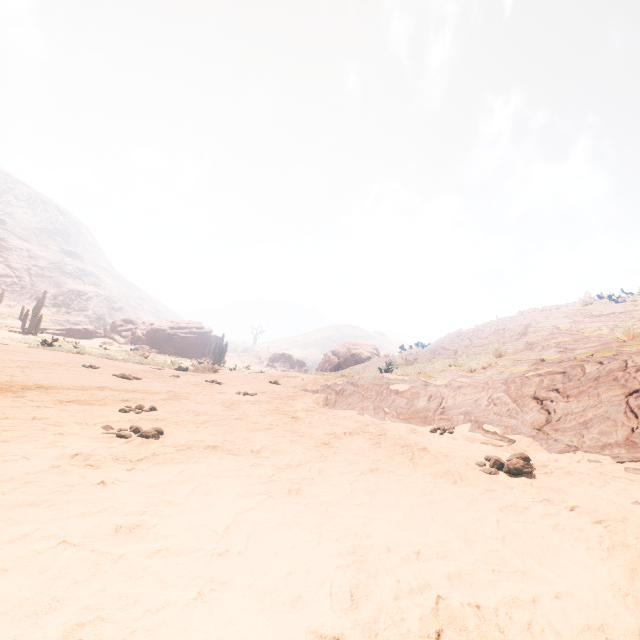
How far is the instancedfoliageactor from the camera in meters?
24.2 m

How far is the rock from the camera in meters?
36.5

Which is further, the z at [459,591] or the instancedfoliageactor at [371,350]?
the instancedfoliageactor at [371,350]

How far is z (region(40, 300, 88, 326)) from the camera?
47.2m

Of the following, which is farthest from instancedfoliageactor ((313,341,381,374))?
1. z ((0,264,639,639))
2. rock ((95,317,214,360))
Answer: z ((0,264,639,639))

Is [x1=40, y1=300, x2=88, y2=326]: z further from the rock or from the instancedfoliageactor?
the instancedfoliageactor

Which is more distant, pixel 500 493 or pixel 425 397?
pixel 425 397

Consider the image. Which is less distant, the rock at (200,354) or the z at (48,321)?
the rock at (200,354)
